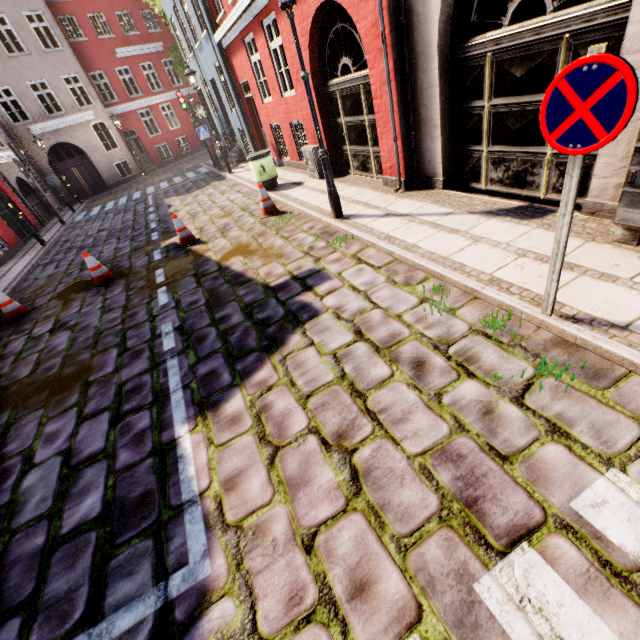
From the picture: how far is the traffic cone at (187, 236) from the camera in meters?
7.7

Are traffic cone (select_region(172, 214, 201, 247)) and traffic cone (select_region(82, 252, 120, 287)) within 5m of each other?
yes

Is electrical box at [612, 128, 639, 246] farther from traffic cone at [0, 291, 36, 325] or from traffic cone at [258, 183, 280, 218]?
traffic cone at [0, 291, 36, 325]

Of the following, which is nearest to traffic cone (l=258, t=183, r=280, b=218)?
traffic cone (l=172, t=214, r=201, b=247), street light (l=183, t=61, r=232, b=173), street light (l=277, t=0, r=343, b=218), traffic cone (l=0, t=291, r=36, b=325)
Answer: traffic cone (l=172, t=214, r=201, b=247)

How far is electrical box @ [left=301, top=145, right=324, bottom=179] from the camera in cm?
877

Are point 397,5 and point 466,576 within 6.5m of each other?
no

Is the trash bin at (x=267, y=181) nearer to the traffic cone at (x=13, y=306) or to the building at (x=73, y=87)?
the building at (x=73, y=87)

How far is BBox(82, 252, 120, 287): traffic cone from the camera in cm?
708
